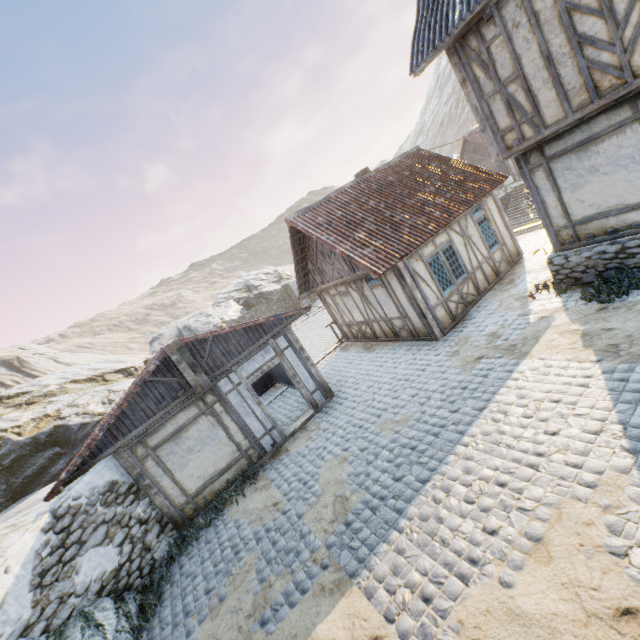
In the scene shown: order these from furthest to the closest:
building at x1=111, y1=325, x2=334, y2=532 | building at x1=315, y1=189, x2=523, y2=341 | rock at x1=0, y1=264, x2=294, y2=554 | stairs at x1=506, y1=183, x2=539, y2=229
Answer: stairs at x1=506, y1=183, x2=539, y2=229 → rock at x1=0, y1=264, x2=294, y2=554 → building at x1=315, y1=189, x2=523, y2=341 → building at x1=111, y1=325, x2=334, y2=532

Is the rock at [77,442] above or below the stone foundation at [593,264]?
above

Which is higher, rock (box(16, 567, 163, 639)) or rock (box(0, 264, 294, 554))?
rock (box(0, 264, 294, 554))

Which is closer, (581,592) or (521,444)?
(581,592)

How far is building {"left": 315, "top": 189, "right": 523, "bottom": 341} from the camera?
10.3 meters

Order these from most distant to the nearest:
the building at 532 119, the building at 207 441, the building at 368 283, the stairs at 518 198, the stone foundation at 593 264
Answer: the stairs at 518 198
the building at 368 283
the building at 207 441
the stone foundation at 593 264
the building at 532 119

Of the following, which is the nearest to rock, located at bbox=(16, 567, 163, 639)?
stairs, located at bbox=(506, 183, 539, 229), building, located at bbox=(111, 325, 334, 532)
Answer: building, located at bbox=(111, 325, 334, 532)

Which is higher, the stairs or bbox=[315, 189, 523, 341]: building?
bbox=[315, 189, 523, 341]: building
